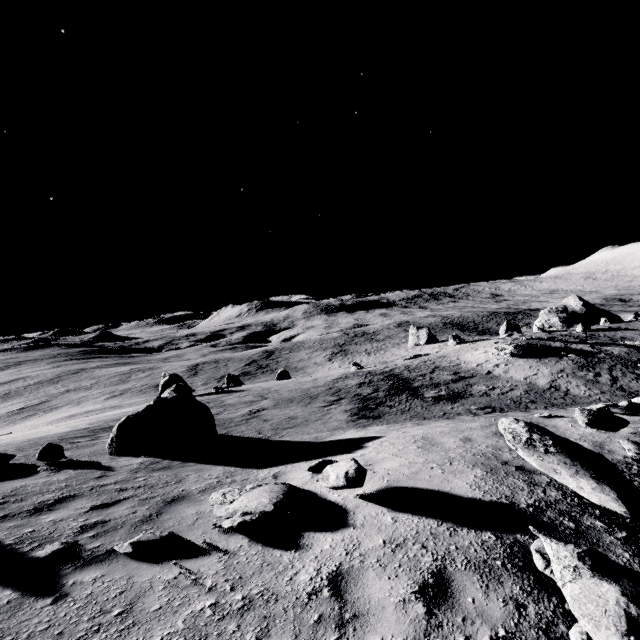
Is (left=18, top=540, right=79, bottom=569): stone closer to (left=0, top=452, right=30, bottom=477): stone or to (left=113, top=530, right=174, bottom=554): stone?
(left=113, top=530, right=174, bottom=554): stone

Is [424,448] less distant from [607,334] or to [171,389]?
[171,389]

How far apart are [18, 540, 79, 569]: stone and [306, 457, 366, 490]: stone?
3.6 meters

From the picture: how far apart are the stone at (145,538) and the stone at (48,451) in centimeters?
655cm

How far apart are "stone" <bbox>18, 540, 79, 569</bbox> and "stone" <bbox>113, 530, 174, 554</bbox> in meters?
0.6 m

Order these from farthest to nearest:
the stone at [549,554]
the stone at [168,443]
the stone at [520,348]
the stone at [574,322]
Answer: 1. the stone at [574,322]
2. the stone at [520,348]
3. the stone at [168,443]
4. the stone at [549,554]

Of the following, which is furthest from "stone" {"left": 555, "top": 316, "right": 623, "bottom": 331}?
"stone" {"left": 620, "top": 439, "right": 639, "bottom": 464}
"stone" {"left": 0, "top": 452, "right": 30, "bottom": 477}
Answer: "stone" {"left": 0, "top": 452, "right": 30, "bottom": 477}

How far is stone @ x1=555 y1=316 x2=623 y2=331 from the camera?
45.2 meters
